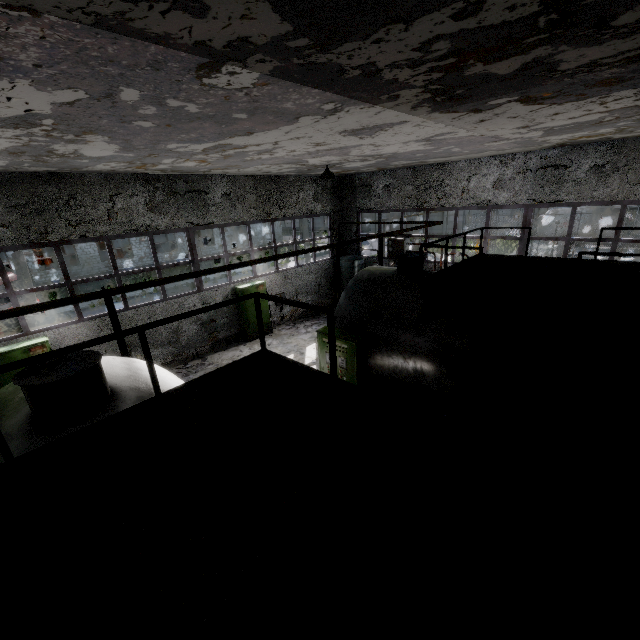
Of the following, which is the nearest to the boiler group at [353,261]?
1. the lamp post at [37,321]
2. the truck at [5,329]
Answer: the lamp post at [37,321]

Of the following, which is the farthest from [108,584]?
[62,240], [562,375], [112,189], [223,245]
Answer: [223,245]

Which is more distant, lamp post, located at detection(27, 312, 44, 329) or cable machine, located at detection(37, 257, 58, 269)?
cable machine, located at detection(37, 257, 58, 269)

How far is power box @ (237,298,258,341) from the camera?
13.9m

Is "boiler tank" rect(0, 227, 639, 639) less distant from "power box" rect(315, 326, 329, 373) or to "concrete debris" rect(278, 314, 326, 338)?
"power box" rect(315, 326, 329, 373)

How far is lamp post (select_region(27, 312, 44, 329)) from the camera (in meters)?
13.35

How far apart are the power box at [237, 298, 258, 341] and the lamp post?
8.0m

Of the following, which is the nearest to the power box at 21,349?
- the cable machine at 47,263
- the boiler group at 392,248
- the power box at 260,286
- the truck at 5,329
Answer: the truck at 5,329
